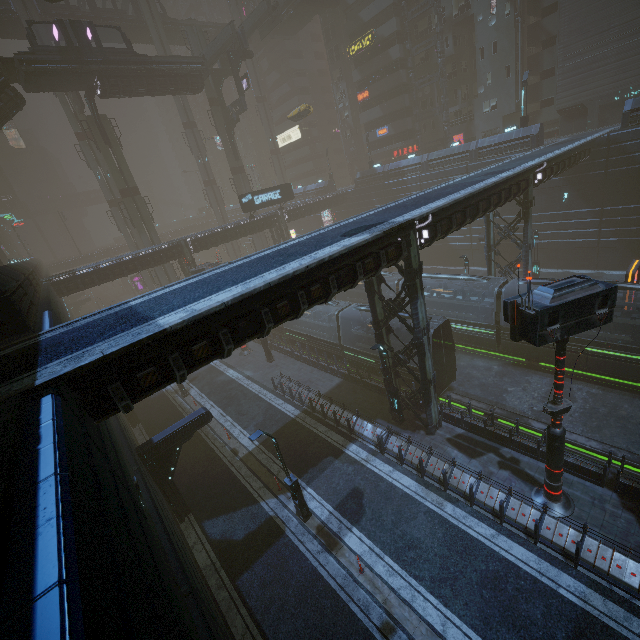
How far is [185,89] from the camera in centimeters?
3862cm

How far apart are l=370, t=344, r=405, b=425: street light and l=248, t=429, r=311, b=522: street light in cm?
662

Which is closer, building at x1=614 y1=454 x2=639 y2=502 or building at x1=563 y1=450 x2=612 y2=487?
building at x1=614 y1=454 x2=639 y2=502

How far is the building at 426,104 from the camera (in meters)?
46.41

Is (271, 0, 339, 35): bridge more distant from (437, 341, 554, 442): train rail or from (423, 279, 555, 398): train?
(423, 279, 555, 398): train

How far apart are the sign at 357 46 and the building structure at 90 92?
36.48m

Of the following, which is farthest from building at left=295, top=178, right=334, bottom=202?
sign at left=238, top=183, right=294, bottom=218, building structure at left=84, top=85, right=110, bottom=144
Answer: building structure at left=84, top=85, right=110, bottom=144

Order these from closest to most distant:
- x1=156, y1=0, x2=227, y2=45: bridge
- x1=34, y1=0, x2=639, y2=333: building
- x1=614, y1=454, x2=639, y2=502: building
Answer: x1=614, y1=454, x2=639, y2=502: building → x1=34, y1=0, x2=639, y2=333: building → x1=156, y1=0, x2=227, y2=45: bridge
